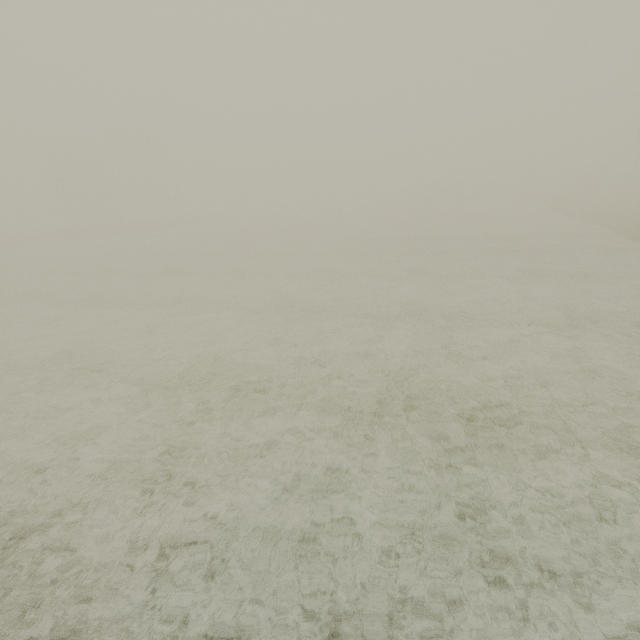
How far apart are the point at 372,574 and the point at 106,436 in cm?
609
